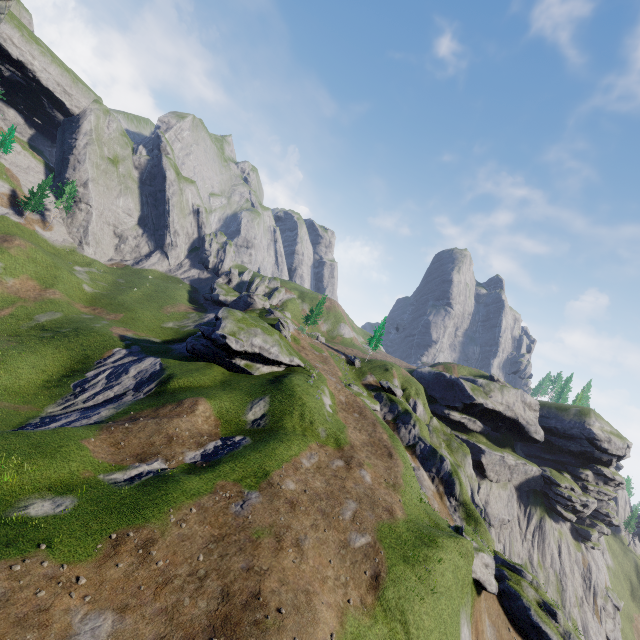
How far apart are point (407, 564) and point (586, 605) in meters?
68.5
